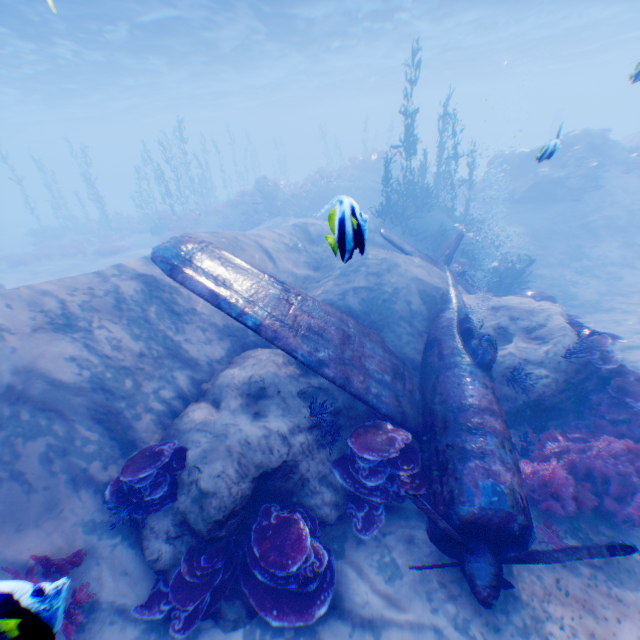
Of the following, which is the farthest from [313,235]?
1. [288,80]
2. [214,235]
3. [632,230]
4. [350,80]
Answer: [350,80]

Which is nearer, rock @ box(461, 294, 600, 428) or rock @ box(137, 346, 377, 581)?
rock @ box(137, 346, 377, 581)

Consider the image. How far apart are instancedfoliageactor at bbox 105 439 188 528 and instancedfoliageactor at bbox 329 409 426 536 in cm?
249

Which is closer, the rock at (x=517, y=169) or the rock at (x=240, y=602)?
the rock at (x=240, y=602)

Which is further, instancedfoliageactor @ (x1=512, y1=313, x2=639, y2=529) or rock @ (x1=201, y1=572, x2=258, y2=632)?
instancedfoliageactor @ (x1=512, y1=313, x2=639, y2=529)

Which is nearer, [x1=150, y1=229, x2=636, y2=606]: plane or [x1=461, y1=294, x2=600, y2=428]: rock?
[x1=150, y1=229, x2=636, y2=606]: plane

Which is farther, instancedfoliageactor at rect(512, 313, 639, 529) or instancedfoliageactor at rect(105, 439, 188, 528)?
instancedfoliageactor at rect(512, 313, 639, 529)

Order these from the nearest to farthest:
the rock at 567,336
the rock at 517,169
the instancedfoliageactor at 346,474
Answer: the instancedfoliageactor at 346,474
the rock at 567,336
the rock at 517,169
